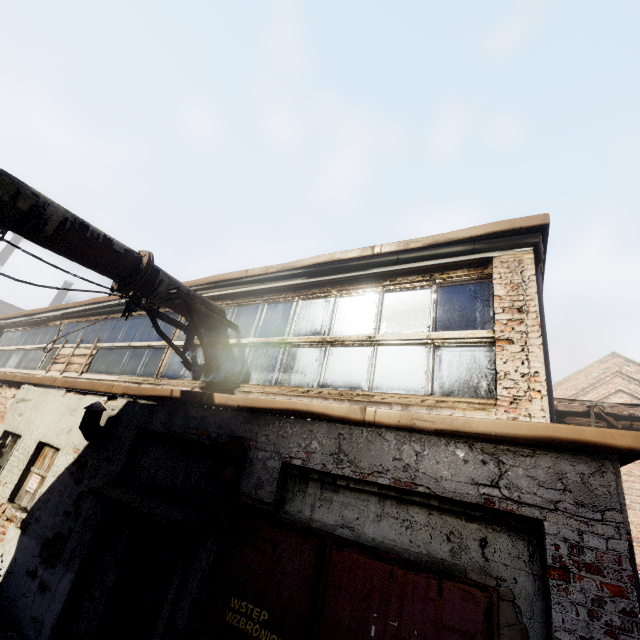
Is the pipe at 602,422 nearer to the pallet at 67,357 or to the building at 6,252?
the pallet at 67,357

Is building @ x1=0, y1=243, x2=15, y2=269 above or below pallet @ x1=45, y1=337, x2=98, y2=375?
above

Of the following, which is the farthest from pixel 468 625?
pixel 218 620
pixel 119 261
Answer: pixel 119 261

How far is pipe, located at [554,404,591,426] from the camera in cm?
805

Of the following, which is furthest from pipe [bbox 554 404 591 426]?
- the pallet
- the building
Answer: the building

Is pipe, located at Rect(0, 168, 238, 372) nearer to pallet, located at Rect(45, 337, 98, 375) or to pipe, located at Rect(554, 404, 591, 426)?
pallet, located at Rect(45, 337, 98, 375)

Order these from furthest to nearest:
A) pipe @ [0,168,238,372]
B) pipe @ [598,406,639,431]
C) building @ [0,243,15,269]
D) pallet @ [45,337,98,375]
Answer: building @ [0,243,15,269], pallet @ [45,337,98,375], pipe @ [598,406,639,431], pipe @ [0,168,238,372]

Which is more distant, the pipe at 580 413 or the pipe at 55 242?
the pipe at 580 413
